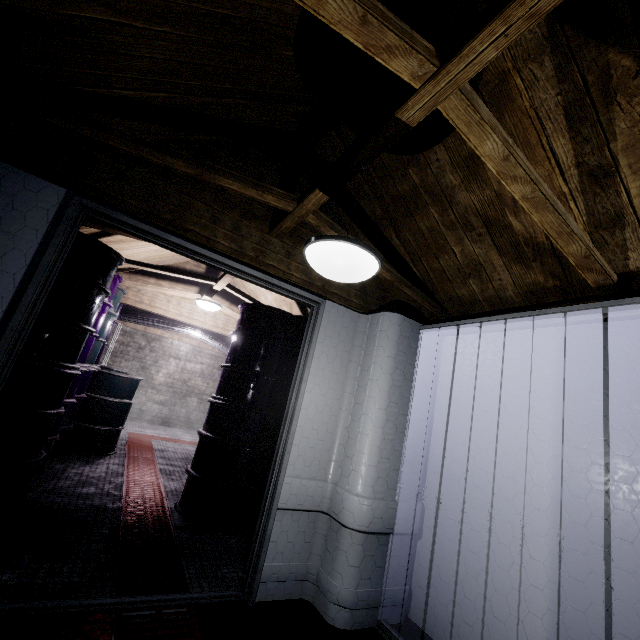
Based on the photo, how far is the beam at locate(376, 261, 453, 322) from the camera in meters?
2.3

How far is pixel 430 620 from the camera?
2.1m

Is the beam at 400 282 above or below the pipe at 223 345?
above

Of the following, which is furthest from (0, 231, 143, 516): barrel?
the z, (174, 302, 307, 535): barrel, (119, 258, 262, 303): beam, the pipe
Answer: the pipe

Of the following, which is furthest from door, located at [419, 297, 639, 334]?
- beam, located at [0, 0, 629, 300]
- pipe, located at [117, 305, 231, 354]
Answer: pipe, located at [117, 305, 231, 354]

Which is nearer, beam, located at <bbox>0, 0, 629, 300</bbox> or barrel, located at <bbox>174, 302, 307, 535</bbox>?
beam, located at <bbox>0, 0, 629, 300</bbox>

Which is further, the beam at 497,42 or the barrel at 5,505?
the barrel at 5,505

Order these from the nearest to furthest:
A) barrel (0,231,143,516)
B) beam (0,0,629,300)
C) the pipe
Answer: beam (0,0,629,300)
barrel (0,231,143,516)
the pipe
